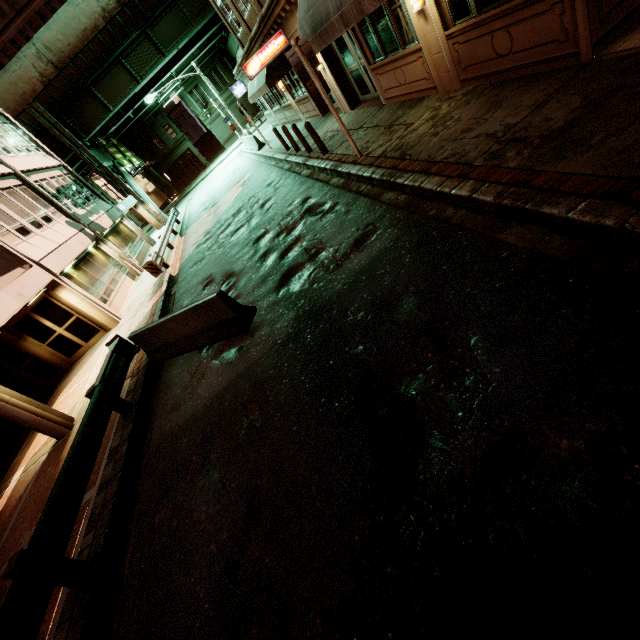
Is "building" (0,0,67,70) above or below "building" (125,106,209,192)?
above

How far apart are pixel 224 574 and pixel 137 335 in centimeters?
664cm

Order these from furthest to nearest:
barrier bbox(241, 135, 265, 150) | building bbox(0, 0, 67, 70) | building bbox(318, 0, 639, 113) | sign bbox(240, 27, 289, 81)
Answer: building bbox(0, 0, 67, 70), barrier bbox(241, 135, 265, 150), sign bbox(240, 27, 289, 81), building bbox(318, 0, 639, 113)

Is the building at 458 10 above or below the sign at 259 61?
below

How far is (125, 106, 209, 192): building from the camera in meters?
45.9

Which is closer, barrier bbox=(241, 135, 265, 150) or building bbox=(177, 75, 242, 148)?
barrier bbox=(241, 135, 265, 150)

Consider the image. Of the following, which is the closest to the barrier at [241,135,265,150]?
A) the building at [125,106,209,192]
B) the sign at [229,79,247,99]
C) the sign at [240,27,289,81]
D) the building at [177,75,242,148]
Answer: the sign at [229,79,247,99]

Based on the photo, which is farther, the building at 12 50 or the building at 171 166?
the building at 12 50
